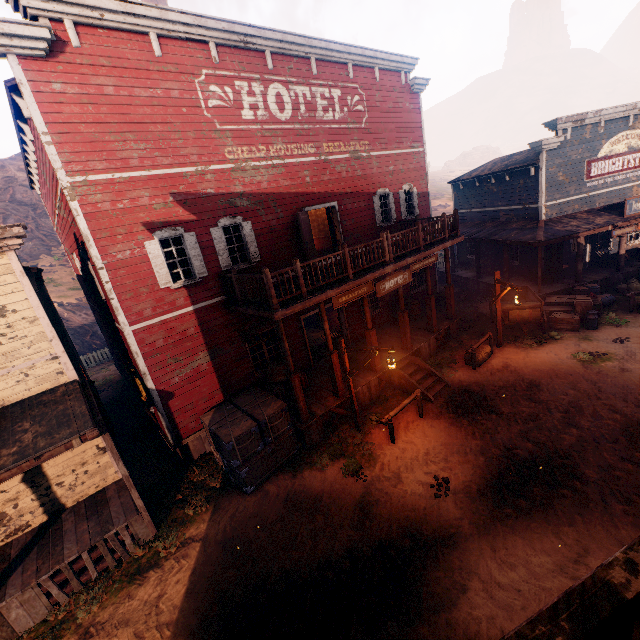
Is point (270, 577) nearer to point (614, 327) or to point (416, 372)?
point (416, 372)

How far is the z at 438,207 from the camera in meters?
50.3 m

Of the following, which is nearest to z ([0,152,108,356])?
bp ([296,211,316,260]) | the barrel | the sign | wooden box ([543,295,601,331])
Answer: wooden box ([543,295,601,331])

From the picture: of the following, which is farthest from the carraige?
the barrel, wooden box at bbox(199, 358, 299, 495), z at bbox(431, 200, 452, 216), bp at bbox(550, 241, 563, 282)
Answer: z at bbox(431, 200, 452, 216)

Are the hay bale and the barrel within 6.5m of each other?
yes

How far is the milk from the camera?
13.6 meters

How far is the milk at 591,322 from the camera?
13.6m

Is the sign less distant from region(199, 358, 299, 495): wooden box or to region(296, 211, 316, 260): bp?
region(296, 211, 316, 260): bp
